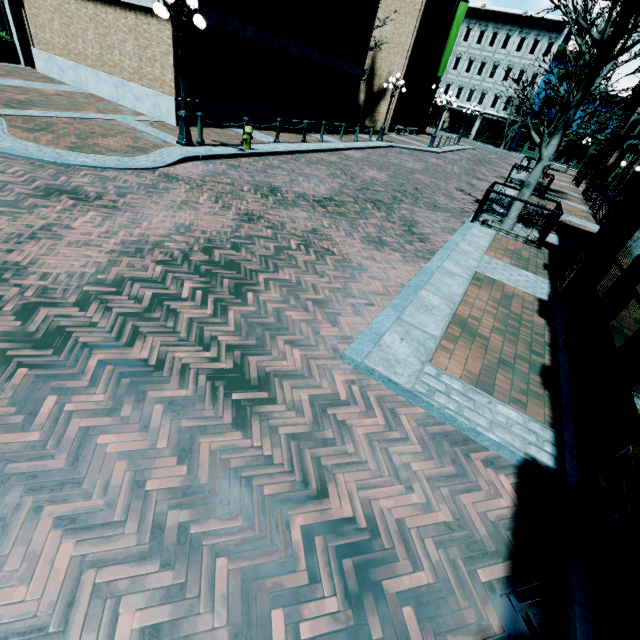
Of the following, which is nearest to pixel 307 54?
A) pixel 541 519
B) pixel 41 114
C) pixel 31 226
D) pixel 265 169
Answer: pixel 265 169

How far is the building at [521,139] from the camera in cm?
4241

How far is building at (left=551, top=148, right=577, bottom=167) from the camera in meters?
41.6 m

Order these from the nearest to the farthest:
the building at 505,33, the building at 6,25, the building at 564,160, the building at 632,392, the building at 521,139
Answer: the building at 632,392, the building at 6,25, the building at 505,33, the building at 564,160, the building at 521,139

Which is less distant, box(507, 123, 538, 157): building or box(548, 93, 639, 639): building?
box(548, 93, 639, 639): building

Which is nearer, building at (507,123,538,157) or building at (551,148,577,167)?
building at (551,148,577,167)

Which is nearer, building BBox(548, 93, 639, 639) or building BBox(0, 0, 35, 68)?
building BBox(548, 93, 639, 639)

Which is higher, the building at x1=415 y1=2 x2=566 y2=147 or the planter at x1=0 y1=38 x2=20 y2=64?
the building at x1=415 y1=2 x2=566 y2=147
